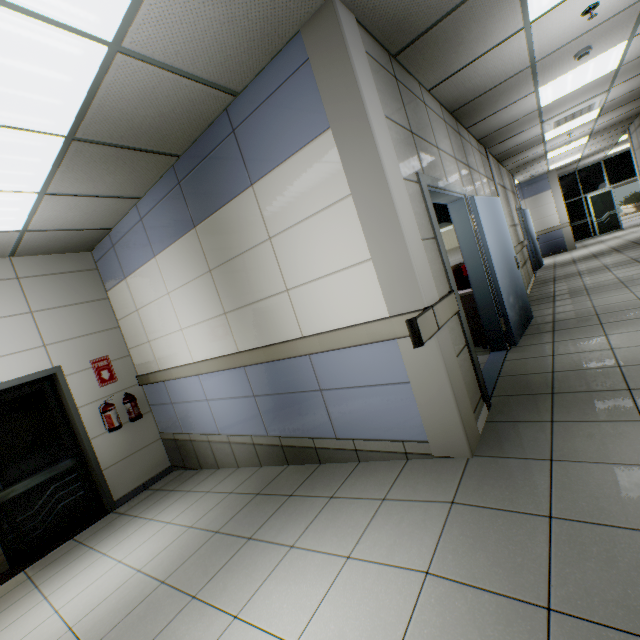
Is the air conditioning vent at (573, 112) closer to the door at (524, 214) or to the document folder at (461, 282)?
the door at (524, 214)

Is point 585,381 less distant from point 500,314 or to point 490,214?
point 500,314

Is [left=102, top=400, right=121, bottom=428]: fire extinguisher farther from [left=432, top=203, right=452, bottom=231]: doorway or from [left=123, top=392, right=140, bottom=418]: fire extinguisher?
[left=432, top=203, right=452, bottom=231]: doorway

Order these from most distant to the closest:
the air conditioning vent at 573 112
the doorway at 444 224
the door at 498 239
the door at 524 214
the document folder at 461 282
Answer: the door at 524 214 → the doorway at 444 224 → the air conditioning vent at 573 112 → the document folder at 461 282 → the door at 498 239

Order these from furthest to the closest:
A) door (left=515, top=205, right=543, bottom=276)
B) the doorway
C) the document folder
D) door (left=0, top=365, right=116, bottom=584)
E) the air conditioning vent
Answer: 1. door (left=515, top=205, right=543, bottom=276)
2. the doorway
3. the air conditioning vent
4. the document folder
5. door (left=0, top=365, right=116, bottom=584)

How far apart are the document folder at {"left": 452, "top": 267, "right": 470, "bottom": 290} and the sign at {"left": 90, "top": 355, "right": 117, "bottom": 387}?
5.5 meters

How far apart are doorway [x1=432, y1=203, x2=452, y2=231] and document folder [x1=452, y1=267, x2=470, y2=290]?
2.72m

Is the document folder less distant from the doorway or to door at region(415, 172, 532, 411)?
door at region(415, 172, 532, 411)
